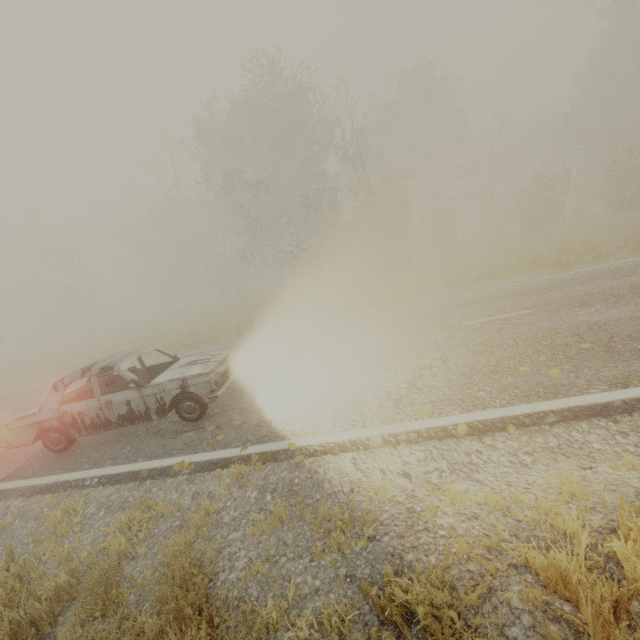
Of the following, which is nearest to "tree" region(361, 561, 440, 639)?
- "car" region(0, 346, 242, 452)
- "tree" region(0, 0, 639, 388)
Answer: "car" region(0, 346, 242, 452)

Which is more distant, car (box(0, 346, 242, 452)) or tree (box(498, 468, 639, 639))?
car (box(0, 346, 242, 452))

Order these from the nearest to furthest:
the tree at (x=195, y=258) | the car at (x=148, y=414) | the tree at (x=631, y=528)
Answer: the tree at (x=631, y=528), the car at (x=148, y=414), the tree at (x=195, y=258)

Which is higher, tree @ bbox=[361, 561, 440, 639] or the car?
the car

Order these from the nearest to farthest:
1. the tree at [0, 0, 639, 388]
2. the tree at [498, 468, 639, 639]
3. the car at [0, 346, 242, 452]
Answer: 1. the tree at [498, 468, 639, 639]
2. the car at [0, 346, 242, 452]
3. the tree at [0, 0, 639, 388]

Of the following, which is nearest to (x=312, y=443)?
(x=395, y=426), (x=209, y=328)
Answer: (x=395, y=426)

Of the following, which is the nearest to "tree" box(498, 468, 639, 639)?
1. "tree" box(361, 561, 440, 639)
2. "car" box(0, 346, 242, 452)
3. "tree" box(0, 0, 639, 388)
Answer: "tree" box(361, 561, 440, 639)

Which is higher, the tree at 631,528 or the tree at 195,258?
the tree at 195,258
